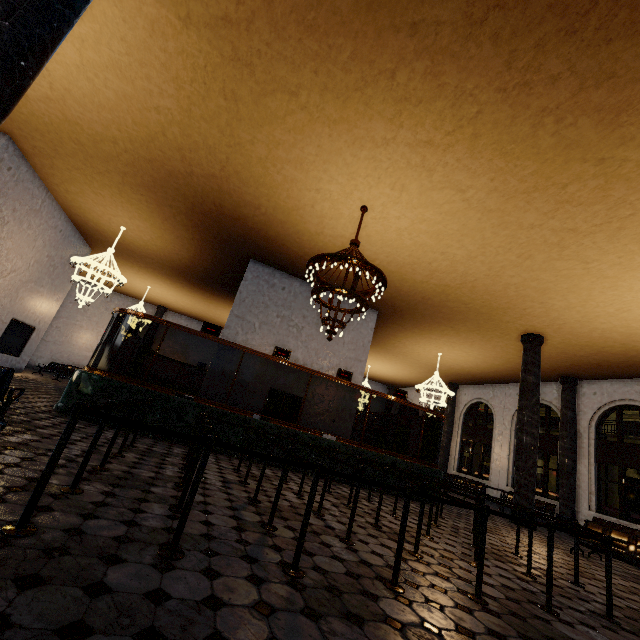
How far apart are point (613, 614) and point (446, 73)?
7.78m
